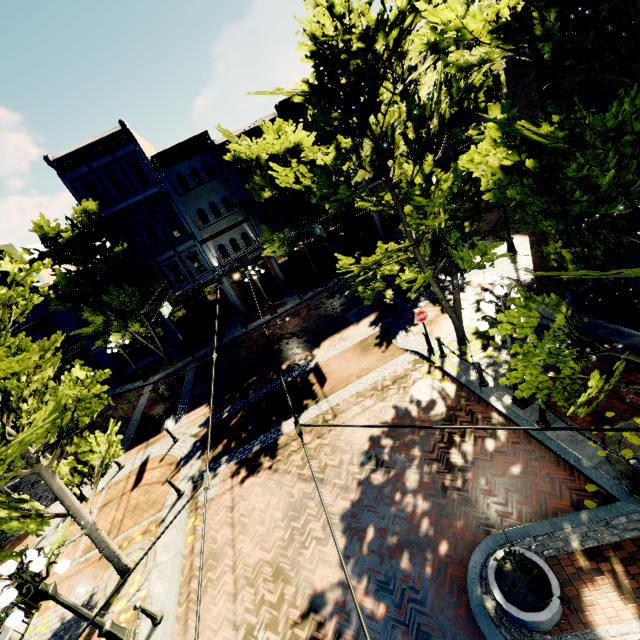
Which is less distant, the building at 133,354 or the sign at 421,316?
the sign at 421,316

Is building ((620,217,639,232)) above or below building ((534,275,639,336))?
above

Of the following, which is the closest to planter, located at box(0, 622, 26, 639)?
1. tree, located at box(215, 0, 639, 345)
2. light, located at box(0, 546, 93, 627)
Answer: tree, located at box(215, 0, 639, 345)

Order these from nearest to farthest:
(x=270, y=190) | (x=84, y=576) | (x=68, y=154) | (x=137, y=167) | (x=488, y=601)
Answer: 1. (x=488, y=601)
2. (x=84, y=576)
3. (x=270, y=190)
4. (x=68, y=154)
5. (x=137, y=167)

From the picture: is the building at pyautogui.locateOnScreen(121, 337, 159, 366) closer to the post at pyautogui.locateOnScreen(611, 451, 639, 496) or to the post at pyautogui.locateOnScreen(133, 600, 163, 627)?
the post at pyautogui.locateOnScreen(133, 600, 163, 627)

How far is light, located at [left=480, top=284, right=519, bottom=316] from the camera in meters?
7.1

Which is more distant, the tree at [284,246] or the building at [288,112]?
the building at [288,112]

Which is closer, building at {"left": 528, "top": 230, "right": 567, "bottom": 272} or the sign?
building at {"left": 528, "top": 230, "right": 567, "bottom": 272}
